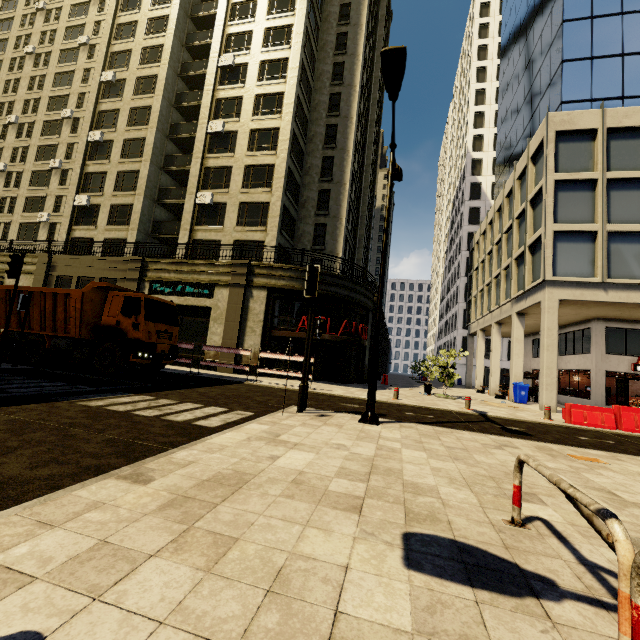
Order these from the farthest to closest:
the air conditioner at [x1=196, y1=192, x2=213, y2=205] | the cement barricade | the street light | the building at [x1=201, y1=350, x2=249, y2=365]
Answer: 1. the air conditioner at [x1=196, y1=192, x2=213, y2=205]
2. the building at [x1=201, y1=350, x2=249, y2=365]
3. the cement barricade
4. the street light

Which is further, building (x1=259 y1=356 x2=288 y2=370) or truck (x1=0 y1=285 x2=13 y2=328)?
building (x1=259 y1=356 x2=288 y2=370)

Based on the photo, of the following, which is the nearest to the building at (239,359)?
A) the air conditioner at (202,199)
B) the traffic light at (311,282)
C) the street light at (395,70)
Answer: the air conditioner at (202,199)

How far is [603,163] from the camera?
17.5m

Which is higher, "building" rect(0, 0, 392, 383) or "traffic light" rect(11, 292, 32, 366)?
"building" rect(0, 0, 392, 383)

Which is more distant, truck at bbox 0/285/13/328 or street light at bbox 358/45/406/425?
truck at bbox 0/285/13/328

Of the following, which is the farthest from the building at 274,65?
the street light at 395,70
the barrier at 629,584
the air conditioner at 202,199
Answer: the barrier at 629,584

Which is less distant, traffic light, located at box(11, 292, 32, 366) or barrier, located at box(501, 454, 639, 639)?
barrier, located at box(501, 454, 639, 639)
